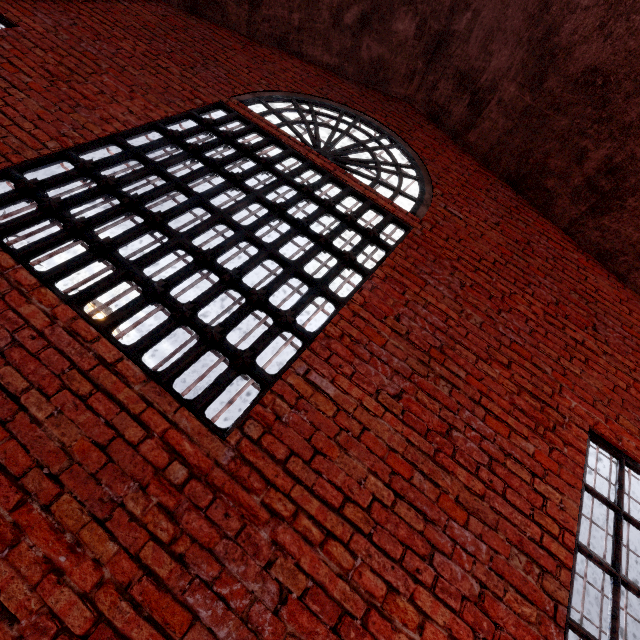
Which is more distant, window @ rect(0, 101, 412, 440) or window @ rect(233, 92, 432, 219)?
window @ rect(233, 92, 432, 219)

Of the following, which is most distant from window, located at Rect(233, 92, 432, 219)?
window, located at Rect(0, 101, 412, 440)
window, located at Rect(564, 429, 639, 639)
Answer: window, located at Rect(564, 429, 639, 639)

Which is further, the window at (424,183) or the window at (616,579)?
the window at (424,183)

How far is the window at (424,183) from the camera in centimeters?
406cm

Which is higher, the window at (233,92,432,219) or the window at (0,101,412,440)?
the window at (233,92,432,219)

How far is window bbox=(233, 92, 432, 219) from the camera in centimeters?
406cm

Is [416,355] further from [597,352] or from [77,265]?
[77,265]
